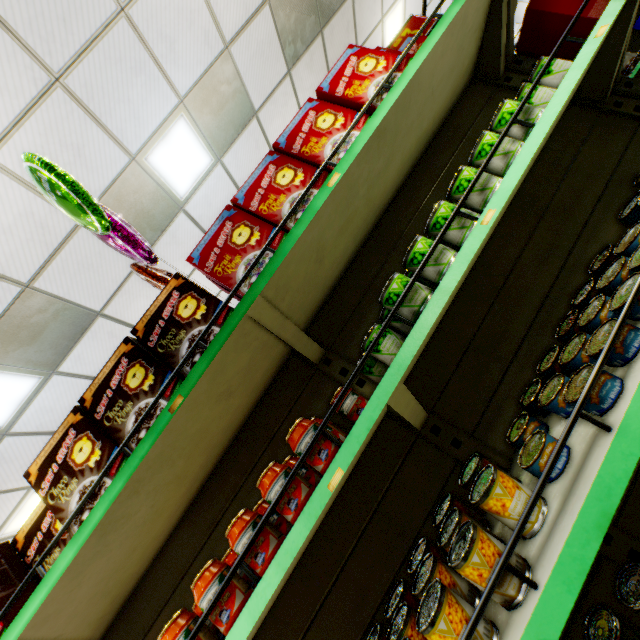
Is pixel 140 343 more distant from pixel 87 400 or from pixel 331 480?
pixel 331 480

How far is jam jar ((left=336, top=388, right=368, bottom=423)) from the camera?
1.42m

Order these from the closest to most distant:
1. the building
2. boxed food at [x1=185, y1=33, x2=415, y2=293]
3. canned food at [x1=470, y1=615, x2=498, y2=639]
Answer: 1. canned food at [x1=470, y1=615, x2=498, y2=639]
2. boxed food at [x1=185, y1=33, x2=415, y2=293]
3. the building

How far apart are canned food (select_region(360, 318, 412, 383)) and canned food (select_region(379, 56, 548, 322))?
0.1m

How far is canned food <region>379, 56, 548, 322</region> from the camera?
1.2m

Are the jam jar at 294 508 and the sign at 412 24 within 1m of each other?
no

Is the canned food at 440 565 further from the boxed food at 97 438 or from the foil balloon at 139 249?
the foil balloon at 139 249

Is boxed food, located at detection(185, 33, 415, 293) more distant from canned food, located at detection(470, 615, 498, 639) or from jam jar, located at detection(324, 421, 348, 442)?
canned food, located at detection(470, 615, 498, 639)
